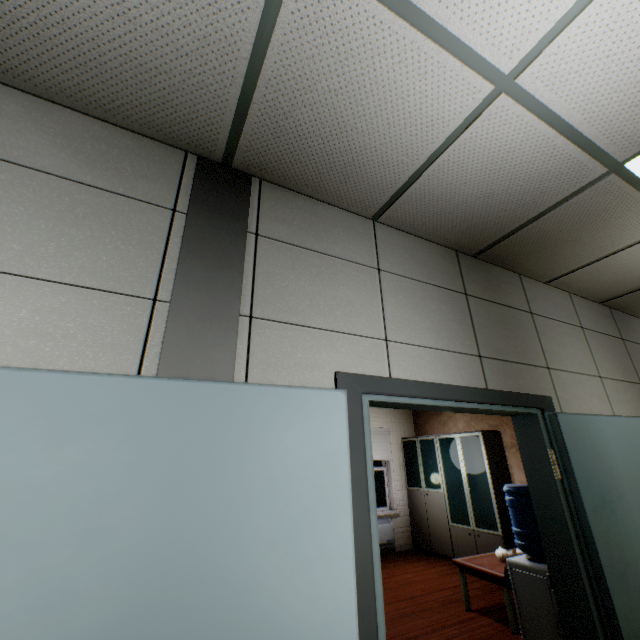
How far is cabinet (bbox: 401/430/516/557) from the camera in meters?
5.4 m

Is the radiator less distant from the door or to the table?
the table

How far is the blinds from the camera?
7.2m

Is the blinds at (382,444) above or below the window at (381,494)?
above

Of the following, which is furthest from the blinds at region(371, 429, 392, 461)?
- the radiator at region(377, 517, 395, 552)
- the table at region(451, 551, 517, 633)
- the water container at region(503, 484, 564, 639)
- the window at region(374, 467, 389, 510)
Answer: the water container at region(503, 484, 564, 639)

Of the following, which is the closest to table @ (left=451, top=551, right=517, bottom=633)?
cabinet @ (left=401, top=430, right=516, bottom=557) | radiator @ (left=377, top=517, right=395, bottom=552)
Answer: cabinet @ (left=401, top=430, right=516, bottom=557)

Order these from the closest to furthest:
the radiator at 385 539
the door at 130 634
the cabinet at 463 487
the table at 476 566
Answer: the door at 130 634 < the table at 476 566 < the cabinet at 463 487 < the radiator at 385 539

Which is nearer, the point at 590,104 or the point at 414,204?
the point at 590,104
